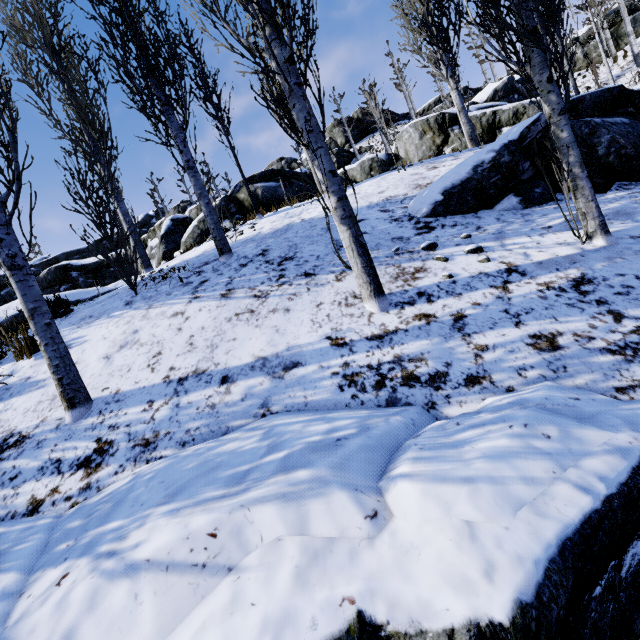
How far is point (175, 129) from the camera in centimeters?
491cm

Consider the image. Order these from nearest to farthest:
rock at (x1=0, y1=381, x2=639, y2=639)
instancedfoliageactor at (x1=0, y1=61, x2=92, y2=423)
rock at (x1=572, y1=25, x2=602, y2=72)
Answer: rock at (x1=0, y1=381, x2=639, y2=639), instancedfoliageactor at (x1=0, y1=61, x2=92, y2=423), rock at (x1=572, y1=25, x2=602, y2=72)

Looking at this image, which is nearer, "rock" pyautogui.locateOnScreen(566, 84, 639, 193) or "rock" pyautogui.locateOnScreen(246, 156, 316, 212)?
"rock" pyautogui.locateOnScreen(566, 84, 639, 193)

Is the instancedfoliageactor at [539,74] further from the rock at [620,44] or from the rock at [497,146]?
the rock at [620,44]

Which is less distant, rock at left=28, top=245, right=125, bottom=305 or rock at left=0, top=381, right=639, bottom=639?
rock at left=0, top=381, right=639, bottom=639

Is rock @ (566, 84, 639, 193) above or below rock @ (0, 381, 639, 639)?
above

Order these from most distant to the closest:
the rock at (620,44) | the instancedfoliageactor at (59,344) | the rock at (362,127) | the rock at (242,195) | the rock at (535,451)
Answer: the rock at (362,127)
the rock at (620,44)
the rock at (242,195)
the instancedfoliageactor at (59,344)
the rock at (535,451)

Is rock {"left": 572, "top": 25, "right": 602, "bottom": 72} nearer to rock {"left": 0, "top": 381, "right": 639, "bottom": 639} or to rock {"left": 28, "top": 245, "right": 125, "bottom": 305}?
rock {"left": 28, "top": 245, "right": 125, "bottom": 305}
